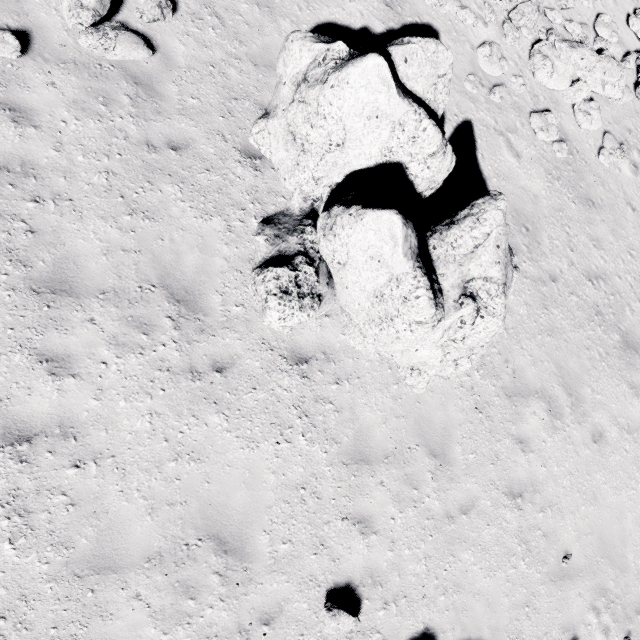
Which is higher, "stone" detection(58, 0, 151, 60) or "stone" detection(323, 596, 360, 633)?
"stone" detection(58, 0, 151, 60)

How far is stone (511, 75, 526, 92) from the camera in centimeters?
893cm

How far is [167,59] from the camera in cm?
616

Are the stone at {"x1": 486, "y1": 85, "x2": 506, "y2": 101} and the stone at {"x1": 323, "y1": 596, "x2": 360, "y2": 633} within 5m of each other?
no

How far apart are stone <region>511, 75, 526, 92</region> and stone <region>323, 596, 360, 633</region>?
12.8 meters

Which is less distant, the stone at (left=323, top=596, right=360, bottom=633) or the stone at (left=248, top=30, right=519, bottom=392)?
the stone at (left=248, top=30, right=519, bottom=392)

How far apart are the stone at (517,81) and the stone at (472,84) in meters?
1.1 m

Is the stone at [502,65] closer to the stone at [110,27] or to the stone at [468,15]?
the stone at [468,15]
